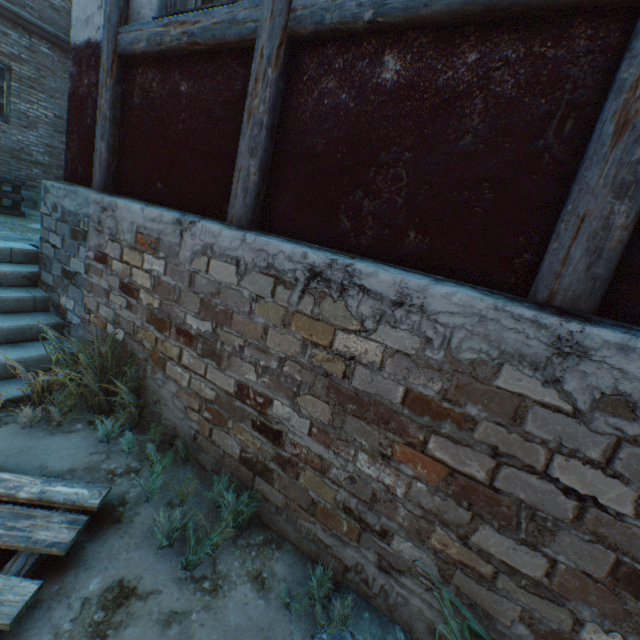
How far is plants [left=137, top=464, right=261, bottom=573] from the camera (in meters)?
1.91

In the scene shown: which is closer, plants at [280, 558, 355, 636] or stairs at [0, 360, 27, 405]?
plants at [280, 558, 355, 636]

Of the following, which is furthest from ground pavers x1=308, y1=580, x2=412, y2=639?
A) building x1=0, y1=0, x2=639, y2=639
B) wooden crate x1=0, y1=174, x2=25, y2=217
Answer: wooden crate x1=0, y1=174, x2=25, y2=217

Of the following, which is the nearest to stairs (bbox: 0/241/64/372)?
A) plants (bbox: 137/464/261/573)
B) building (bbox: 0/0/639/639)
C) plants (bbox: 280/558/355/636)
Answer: building (bbox: 0/0/639/639)

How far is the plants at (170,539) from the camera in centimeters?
191cm

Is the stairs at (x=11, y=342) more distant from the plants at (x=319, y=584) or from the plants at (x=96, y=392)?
the plants at (x=319, y=584)

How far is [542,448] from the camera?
1.4m

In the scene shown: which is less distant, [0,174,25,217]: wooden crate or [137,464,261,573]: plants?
[137,464,261,573]: plants
